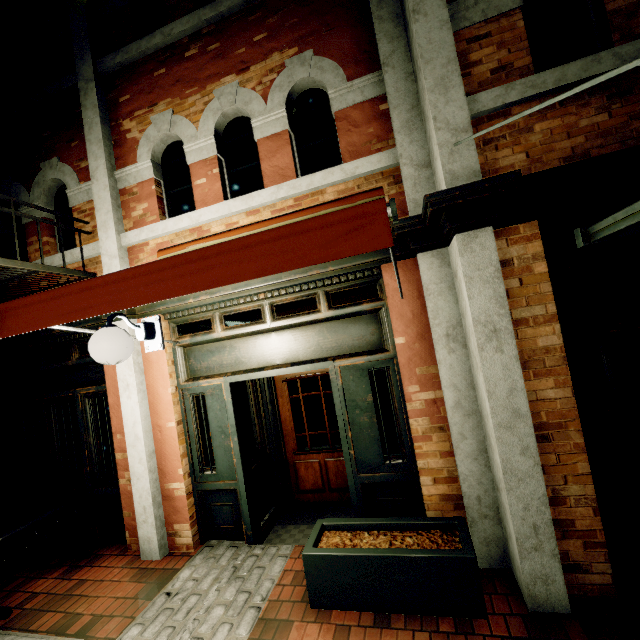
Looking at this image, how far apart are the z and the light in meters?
3.1

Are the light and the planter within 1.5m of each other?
no

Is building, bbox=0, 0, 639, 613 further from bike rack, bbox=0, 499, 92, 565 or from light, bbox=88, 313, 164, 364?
light, bbox=88, 313, 164, 364

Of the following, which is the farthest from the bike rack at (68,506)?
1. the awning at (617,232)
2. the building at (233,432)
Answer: the awning at (617,232)

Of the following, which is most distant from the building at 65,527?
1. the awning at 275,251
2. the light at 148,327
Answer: the light at 148,327

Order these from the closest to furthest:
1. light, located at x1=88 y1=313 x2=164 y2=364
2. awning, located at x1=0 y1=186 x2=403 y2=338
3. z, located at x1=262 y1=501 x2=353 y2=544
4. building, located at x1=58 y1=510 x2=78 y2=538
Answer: awning, located at x1=0 y1=186 x2=403 y2=338, light, located at x1=88 y1=313 x2=164 y2=364, z, located at x1=262 y1=501 x2=353 y2=544, building, located at x1=58 y1=510 x2=78 y2=538

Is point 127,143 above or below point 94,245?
above

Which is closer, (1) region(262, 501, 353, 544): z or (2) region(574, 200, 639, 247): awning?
(2) region(574, 200, 639, 247): awning
